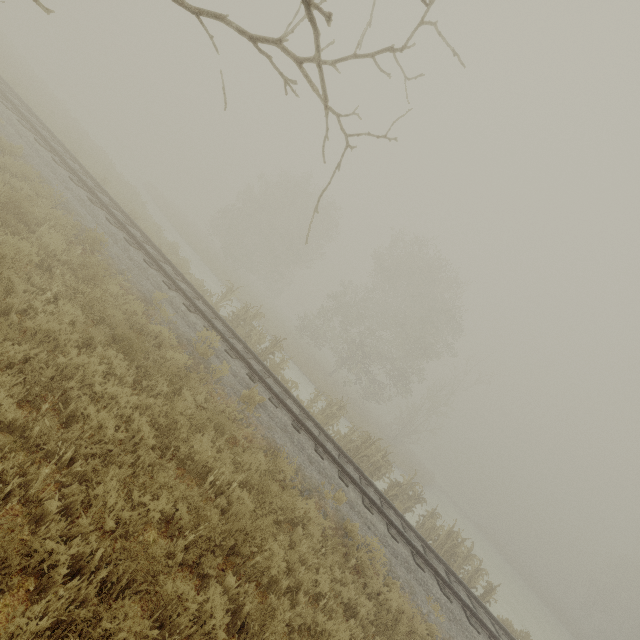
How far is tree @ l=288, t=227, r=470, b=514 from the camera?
15.1 meters

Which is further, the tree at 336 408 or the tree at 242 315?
the tree at 336 408

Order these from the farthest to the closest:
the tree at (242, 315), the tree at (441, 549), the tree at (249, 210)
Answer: the tree at (242, 315), the tree at (441, 549), the tree at (249, 210)

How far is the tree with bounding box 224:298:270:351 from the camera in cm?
1424

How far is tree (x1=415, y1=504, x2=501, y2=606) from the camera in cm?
1243

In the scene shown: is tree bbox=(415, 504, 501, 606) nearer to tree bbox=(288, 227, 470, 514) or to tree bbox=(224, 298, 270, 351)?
tree bbox=(224, 298, 270, 351)

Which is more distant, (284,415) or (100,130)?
(100,130)

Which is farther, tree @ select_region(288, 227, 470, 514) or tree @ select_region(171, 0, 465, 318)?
tree @ select_region(288, 227, 470, 514)
